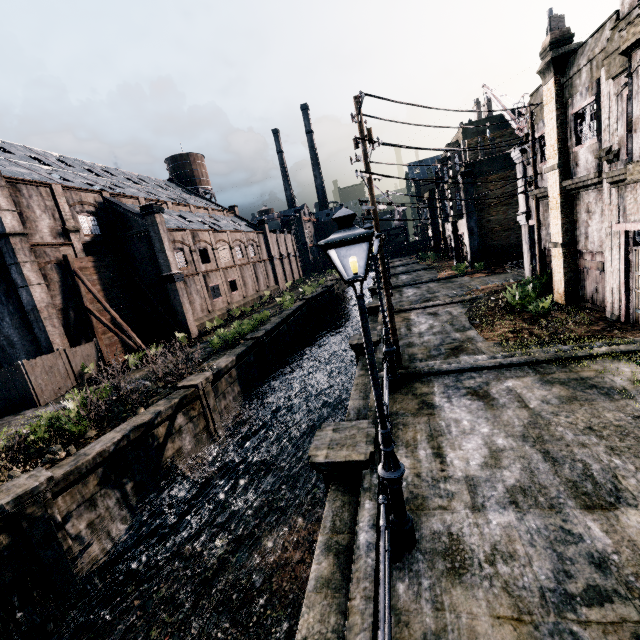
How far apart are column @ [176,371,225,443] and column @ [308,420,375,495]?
9.8m

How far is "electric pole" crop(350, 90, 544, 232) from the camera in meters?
11.7 m

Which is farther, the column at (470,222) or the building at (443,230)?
the building at (443,230)

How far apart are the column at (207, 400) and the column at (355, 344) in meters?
7.9

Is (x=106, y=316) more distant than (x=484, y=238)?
No

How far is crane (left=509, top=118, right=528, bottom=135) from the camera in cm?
2095

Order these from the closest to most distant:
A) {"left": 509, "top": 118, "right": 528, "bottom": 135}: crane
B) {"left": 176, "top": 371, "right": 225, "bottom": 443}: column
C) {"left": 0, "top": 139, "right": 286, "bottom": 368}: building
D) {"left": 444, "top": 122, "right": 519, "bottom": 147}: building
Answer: {"left": 176, "top": 371, "right": 225, "bottom": 443}: column → {"left": 509, "top": 118, "right": 528, "bottom": 135}: crane → {"left": 0, "top": 139, "right": 286, "bottom": 368}: building → {"left": 444, "top": 122, "right": 519, "bottom": 147}: building

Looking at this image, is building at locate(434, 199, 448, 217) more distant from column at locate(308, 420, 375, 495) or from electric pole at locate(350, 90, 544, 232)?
column at locate(308, 420, 375, 495)
